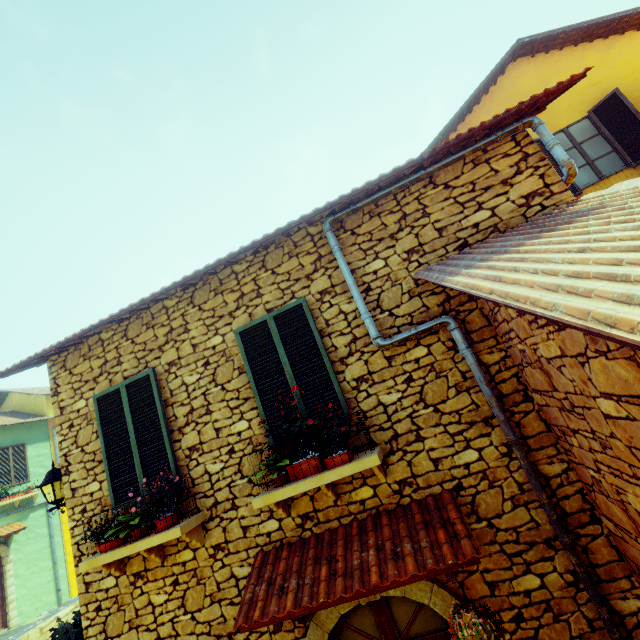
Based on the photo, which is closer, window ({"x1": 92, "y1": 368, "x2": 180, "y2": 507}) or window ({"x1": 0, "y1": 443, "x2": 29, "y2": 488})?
window ({"x1": 92, "y1": 368, "x2": 180, "y2": 507})

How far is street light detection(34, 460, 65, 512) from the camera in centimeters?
517cm

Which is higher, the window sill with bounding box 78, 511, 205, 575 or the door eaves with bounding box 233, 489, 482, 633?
the window sill with bounding box 78, 511, 205, 575

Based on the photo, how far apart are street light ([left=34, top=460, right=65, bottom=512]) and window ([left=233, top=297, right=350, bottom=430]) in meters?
3.4 m

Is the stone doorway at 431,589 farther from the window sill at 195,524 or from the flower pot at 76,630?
the flower pot at 76,630

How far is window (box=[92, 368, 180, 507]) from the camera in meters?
4.4

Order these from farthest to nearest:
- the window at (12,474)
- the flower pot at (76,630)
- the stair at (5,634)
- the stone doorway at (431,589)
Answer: the window at (12,474), the stair at (5,634), the flower pot at (76,630), the stone doorway at (431,589)

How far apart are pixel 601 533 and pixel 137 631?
5.54m
